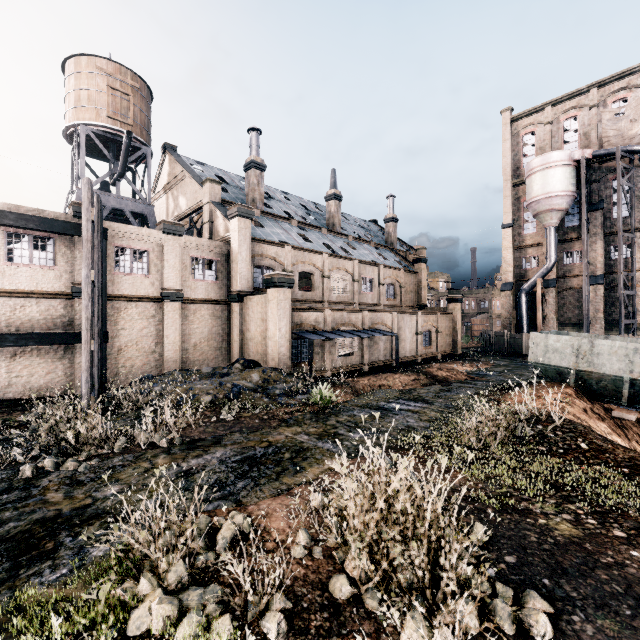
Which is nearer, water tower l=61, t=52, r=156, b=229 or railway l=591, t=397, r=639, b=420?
railway l=591, t=397, r=639, b=420

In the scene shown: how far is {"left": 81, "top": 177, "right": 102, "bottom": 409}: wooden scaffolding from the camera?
12.88m

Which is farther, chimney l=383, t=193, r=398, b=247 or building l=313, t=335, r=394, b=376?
chimney l=383, t=193, r=398, b=247

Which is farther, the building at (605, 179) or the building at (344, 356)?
the building at (605, 179)

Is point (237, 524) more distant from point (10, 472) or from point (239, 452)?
point (10, 472)

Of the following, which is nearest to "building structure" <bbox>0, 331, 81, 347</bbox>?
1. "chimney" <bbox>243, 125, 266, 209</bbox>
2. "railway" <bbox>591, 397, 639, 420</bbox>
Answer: "chimney" <bbox>243, 125, 266, 209</bbox>

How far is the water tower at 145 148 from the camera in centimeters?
2722cm

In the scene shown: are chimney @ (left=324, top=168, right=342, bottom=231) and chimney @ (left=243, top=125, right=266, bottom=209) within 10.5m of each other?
yes
